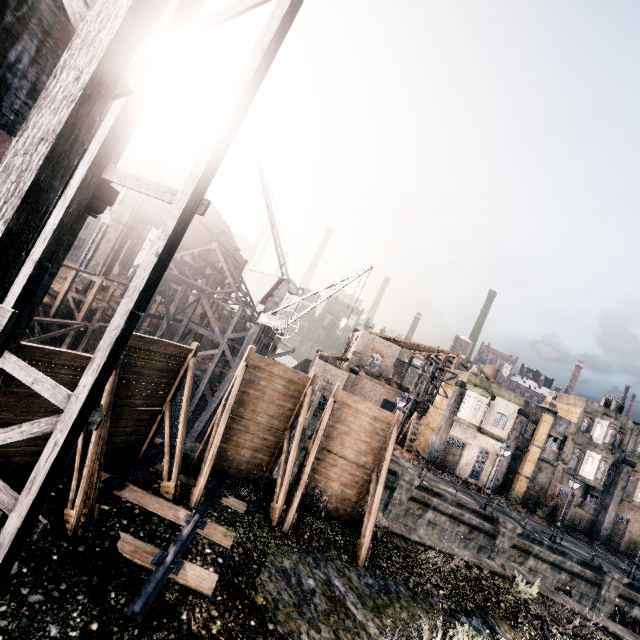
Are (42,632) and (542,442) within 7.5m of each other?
no

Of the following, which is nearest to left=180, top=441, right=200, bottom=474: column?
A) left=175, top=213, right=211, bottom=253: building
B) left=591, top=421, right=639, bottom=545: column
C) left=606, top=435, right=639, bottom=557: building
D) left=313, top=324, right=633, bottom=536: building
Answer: left=313, top=324, right=633, bottom=536: building

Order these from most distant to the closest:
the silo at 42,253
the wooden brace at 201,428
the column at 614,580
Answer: the column at 614,580 → the wooden brace at 201,428 → the silo at 42,253

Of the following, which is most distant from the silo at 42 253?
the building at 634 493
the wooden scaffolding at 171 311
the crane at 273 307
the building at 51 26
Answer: the building at 634 493

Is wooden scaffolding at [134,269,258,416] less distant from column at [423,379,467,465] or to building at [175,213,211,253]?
building at [175,213,211,253]

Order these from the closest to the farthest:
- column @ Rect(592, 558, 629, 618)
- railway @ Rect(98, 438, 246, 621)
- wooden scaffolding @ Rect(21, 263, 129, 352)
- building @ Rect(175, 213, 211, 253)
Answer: railway @ Rect(98, 438, 246, 621) → wooden scaffolding @ Rect(21, 263, 129, 352) → column @ Rect(592, 558, 629, 618) → building @ Rect(175, 213, 211, 253)

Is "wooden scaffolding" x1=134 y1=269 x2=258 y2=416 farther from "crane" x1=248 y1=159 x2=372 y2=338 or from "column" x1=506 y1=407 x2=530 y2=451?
"column" x1=506 y1=407 x2=530 y2=451

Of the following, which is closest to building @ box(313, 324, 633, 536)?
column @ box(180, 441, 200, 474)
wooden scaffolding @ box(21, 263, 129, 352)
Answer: column @ box(180, 441, 200, 474)
